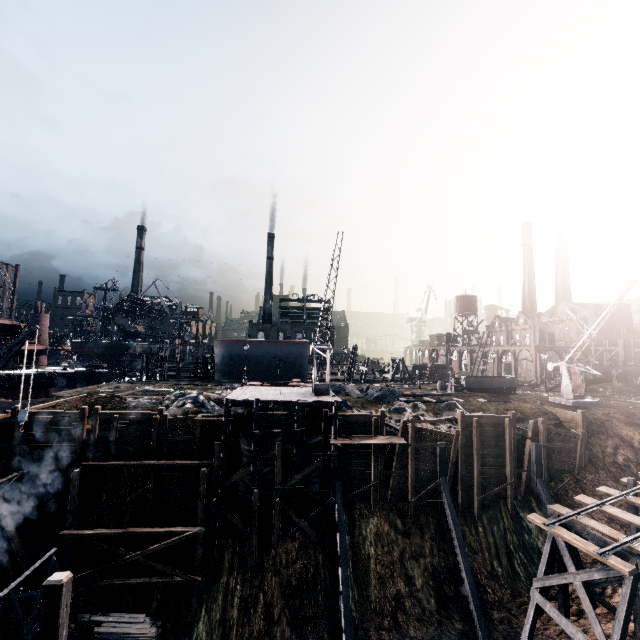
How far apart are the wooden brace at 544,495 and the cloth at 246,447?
23.2m

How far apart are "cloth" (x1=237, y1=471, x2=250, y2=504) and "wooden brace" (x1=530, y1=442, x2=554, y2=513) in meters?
23.2

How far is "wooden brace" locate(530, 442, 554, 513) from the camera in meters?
25.7 m

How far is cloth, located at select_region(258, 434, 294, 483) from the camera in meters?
24.2

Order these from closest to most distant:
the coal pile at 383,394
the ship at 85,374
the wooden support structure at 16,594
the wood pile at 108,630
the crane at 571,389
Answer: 1. the wooden support structure at 16,594
2. the wood pile at 108,630
3. the crane at 571,389
4. the coal pile at 383,394
5. the ship at 85,374

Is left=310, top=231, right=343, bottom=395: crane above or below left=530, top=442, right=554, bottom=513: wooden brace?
above

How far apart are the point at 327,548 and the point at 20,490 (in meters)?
21.69
